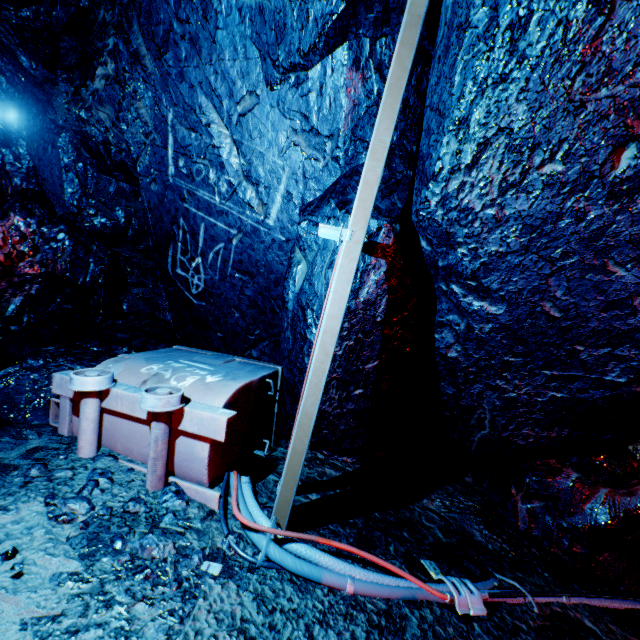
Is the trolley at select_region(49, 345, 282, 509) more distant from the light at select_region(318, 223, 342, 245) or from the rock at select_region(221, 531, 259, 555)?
the light at select_region(318, 223, 342, 245)

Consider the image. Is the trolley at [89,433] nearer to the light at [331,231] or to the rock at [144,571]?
the rock at [144,571]

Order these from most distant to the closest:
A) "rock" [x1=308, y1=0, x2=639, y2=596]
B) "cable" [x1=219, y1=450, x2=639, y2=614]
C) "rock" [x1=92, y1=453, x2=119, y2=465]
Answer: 1. "rock" [x1=92, y1=453, x2=119, y2=465]
2. "cable" [x1=219, y1=450, x2=639, y2=614]
3. "rock" [x1=308, y1=0, x2=639, y2=596]

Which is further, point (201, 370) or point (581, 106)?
point (201, 370)

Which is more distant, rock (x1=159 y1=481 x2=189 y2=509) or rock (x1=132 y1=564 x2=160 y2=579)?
rock (x1=159 y1=481 x2=189 y2=509)

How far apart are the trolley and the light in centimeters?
133cm

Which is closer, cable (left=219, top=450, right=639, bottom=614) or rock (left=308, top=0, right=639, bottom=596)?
rock (left=308, top=0, right=639, bottom=596)
